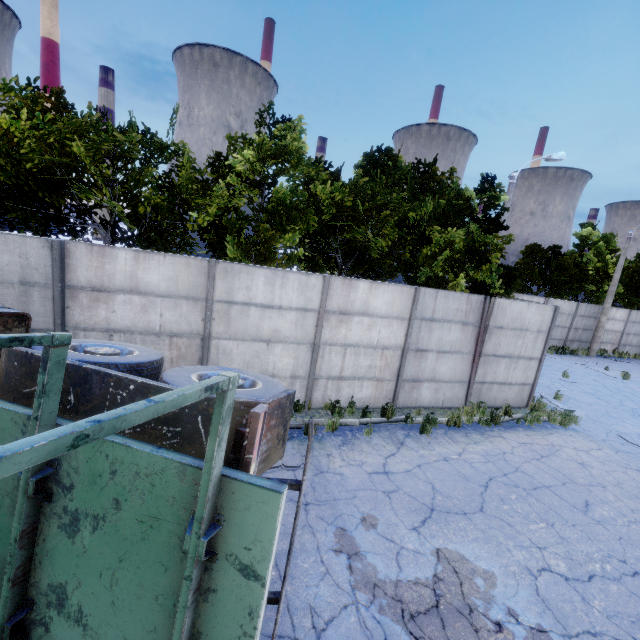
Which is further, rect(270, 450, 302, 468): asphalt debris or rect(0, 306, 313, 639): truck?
rect(270, 450, 302, 468): asphalt debris

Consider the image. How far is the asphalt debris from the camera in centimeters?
629cm

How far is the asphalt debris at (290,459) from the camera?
6.3m

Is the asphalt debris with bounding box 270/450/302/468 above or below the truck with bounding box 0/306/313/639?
below

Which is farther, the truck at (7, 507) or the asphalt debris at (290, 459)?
the asphalt debris at (290, 459)

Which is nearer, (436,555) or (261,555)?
(261,555)
